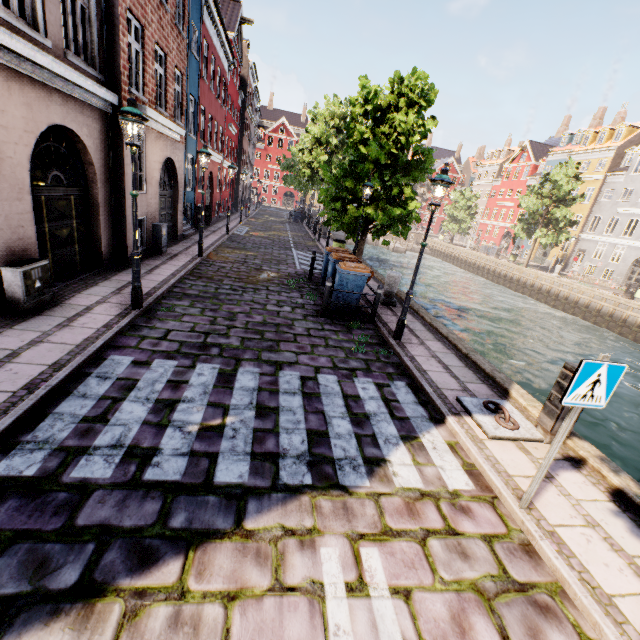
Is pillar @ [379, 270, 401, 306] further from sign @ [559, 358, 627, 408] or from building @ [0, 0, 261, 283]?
building @ [0, 0, 261, 283]

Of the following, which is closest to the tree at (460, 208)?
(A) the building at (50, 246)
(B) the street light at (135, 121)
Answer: (B) the street light at (135, 121)

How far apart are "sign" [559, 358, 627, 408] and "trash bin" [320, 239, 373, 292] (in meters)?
7.40

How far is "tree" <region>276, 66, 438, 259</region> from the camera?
12.1 meters

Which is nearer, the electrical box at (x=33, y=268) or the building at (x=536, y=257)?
the electrical box at (x=33, y=268)

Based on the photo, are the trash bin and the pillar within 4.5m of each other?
yes

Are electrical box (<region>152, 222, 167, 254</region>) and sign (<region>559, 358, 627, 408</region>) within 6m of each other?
no

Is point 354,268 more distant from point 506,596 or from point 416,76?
point 416,76
